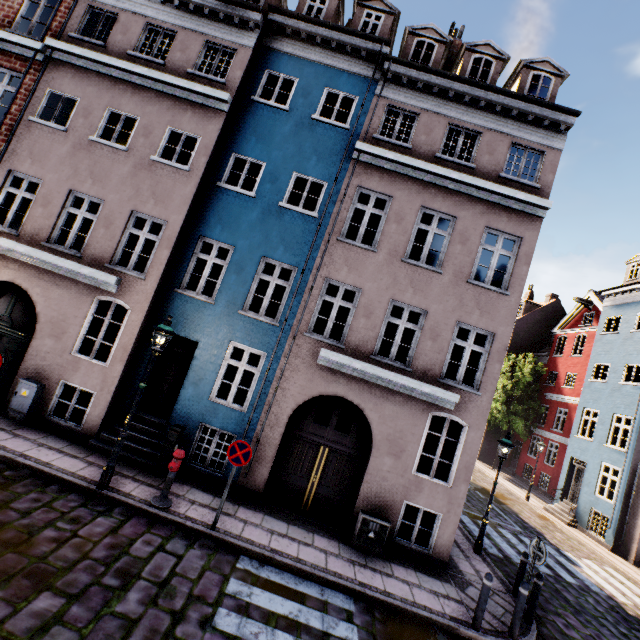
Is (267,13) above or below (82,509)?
above

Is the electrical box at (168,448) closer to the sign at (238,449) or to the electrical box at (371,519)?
the sign at (238,449)

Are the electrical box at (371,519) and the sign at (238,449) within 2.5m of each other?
no

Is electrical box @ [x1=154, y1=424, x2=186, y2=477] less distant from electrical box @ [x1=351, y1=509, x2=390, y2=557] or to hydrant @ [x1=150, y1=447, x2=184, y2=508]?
hydrant @ [x1=150, y1=447, x2=184, y2=508]

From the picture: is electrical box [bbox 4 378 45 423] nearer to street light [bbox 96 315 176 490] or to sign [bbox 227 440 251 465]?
street light [bbox 96 315 176 490]

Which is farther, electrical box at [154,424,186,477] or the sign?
electrical box at [154,424,186,477]

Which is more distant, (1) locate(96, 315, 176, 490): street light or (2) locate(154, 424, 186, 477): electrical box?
(2) locate(154, 424, 186, 477): electrical box

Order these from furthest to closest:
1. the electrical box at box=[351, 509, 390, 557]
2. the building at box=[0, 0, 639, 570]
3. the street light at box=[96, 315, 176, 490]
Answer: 1. the building at box=[0, 0, 639, 570]
2. the electrical box at box=[351, 509, 390, 557]
3. the street light at box=[96, 315, 176, 490]
